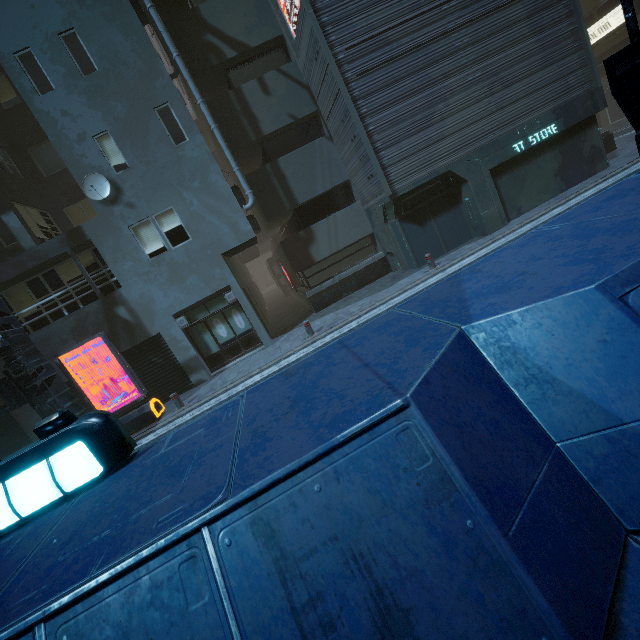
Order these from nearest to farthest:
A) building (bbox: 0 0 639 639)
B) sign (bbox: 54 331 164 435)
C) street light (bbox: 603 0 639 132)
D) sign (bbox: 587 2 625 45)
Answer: building (bbox: 0 0 639 639)
street light (bbox: 603 0 639 132)
sign (bbox: 54 331 164 435)
sign (bbox: 587 2 625 45)

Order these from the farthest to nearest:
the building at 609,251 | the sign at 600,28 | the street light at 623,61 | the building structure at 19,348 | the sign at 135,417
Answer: the sign at 600,28
the sign at 135,417
the building structure at 19,348
the street light at 623,61
the building at 609,251

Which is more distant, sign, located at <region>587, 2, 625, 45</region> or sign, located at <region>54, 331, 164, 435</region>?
sign, located at <region>587, 2, 625, 45</region>

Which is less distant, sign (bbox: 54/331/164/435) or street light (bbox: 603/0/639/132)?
street light (bbox: 603/0/639/132)

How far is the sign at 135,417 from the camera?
10.10m

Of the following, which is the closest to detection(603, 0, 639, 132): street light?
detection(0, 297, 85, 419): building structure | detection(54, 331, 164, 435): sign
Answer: detection(54, 331, 164, 435): sign

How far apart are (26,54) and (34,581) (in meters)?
15.51

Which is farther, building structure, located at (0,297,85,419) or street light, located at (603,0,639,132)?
building structure, located at (0,297,85,419)
